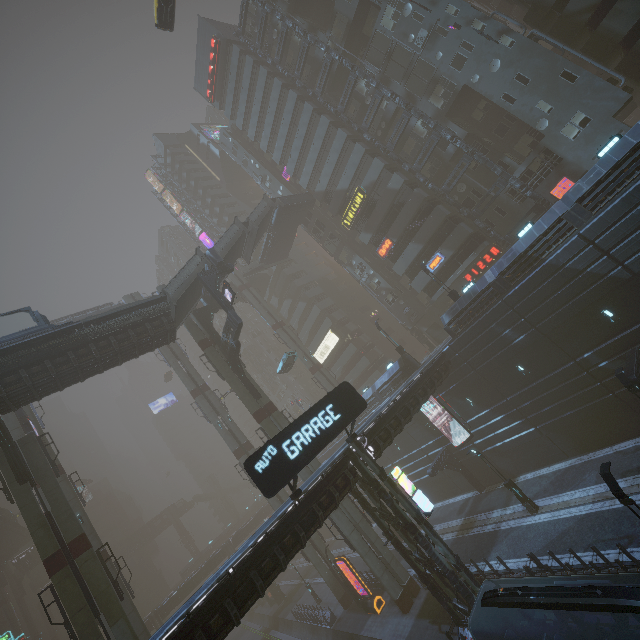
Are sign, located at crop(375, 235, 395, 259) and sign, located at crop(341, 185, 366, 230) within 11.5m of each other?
yes

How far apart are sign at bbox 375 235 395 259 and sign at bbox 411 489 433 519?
25.5 meters

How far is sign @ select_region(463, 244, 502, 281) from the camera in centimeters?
3338cm

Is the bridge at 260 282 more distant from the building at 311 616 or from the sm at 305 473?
the building at 311 616

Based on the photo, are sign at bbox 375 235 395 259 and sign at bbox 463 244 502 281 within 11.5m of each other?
yes

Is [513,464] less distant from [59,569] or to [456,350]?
[456,350]

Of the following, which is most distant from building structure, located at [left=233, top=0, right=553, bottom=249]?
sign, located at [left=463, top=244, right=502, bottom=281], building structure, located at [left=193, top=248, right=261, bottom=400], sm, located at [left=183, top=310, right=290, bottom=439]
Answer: sm, located at [left=183, top=310, right=290, bottom=439]

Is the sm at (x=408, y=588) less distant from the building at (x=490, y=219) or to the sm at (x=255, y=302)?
the building at (x=490, y=219)
